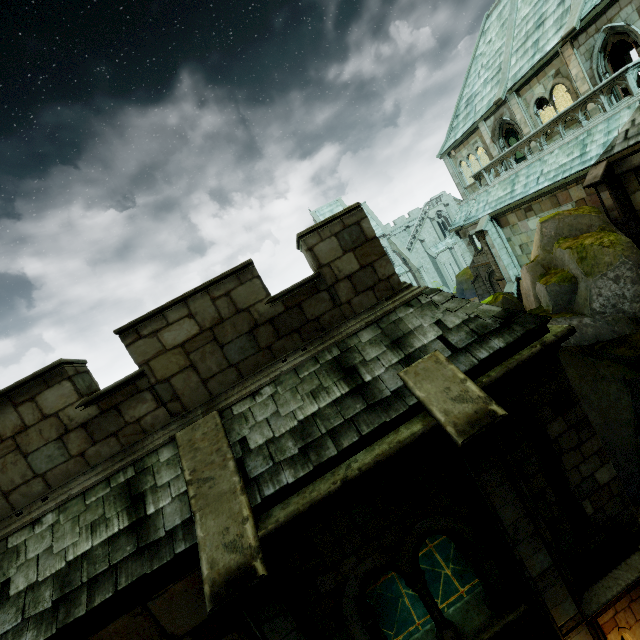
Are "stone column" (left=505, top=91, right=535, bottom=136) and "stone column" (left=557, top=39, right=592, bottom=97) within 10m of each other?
yes

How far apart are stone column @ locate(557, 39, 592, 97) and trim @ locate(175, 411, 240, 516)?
20.6m

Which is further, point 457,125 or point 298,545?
point 457,125

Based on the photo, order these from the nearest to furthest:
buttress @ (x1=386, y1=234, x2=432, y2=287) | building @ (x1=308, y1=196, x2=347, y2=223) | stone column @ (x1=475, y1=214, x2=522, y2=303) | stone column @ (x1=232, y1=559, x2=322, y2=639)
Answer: stone column @ (x1=232, y1=559, x2=322, y2=639) < stone column @ (x1=475, y1=214, x2=522, y2=303) < buttress @ (x1=386, y1=234, x2=432, y2=287) < building @ (x1=308, y1=196, x2=347, y2=223)

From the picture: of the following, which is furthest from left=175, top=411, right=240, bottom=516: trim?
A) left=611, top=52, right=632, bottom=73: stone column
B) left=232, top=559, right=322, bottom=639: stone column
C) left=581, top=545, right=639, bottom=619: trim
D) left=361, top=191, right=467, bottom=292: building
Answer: left=611, top=52, right=632, bottom=73: stone column

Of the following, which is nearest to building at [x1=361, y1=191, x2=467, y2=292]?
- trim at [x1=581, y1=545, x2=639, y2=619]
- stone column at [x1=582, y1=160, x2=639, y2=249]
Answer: stone column at [x1=582, y1=160, x2=639, y2=249]

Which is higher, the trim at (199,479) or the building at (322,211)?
the building at (322,211)

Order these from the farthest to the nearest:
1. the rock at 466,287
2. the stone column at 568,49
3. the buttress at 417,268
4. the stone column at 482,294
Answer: the buttress at 417,268, the rock at 466,287, the stone column at 482,294, the stone column at 568,49
